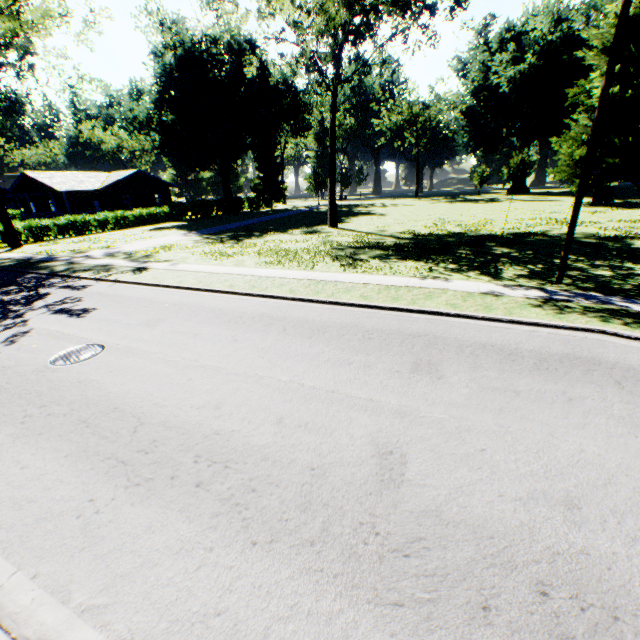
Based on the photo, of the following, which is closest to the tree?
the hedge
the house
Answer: the hedge

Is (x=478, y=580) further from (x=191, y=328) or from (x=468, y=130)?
(x=468, y=130)

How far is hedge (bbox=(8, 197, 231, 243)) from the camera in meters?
30.1

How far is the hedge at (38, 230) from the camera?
30.06m

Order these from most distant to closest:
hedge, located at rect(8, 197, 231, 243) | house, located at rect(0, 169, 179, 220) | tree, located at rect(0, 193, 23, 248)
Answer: house, located at rect(0, 169, 179, 220) → hedge, located at rect(8, 197, 231, 243) → tree, located at rect(0, 193, 23, 248)

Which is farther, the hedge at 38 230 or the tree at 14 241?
the hedge at 38 230

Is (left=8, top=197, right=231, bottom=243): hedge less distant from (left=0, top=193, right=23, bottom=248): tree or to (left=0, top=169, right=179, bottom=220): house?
(left=0, top=193, right=23, bottom=248): tree
